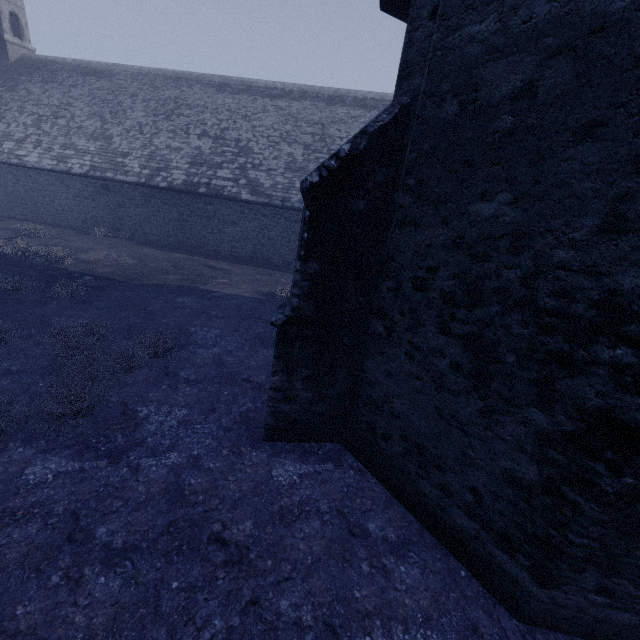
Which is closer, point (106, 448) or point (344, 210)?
point (344, 210)
